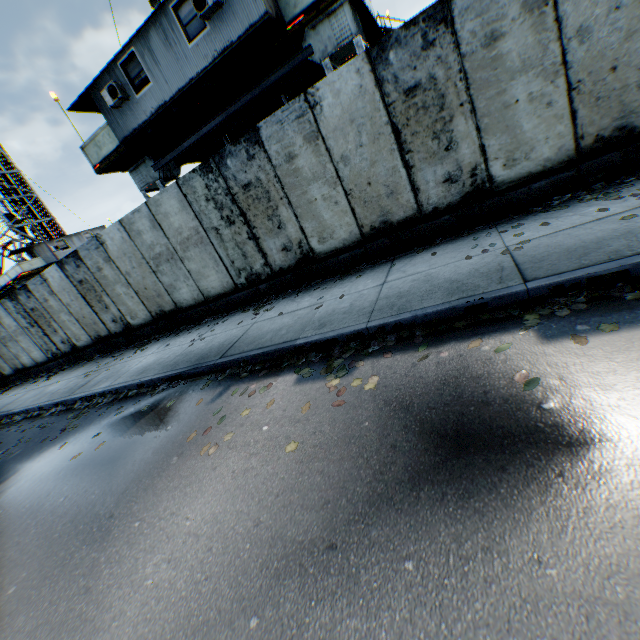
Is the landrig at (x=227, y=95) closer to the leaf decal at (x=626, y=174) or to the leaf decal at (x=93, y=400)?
the leaf decal at (x=626, y=174)

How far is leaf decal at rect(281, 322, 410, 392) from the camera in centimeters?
400cm

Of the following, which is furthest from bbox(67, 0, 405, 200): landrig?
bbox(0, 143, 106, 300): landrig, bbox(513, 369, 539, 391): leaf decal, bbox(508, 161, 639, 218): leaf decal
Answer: bbox(0, 143, 106, 300): landrig

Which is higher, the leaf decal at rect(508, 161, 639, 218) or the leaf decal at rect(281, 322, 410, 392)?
the leaf decal at rect(508, 161, 639, 218)

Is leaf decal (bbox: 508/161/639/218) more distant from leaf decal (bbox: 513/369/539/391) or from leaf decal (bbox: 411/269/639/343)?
leaf decal (bbox: 513/369/539/391)

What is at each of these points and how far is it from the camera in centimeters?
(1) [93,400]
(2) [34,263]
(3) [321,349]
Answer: (1) leaf decal, 770cm
(2) landrig, 2659cm
(3) leaf decal, 468cm

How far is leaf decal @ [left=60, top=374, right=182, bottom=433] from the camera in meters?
6.3 m

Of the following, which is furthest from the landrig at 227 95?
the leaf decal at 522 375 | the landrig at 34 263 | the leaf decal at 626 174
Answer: the landrig at 34 263
